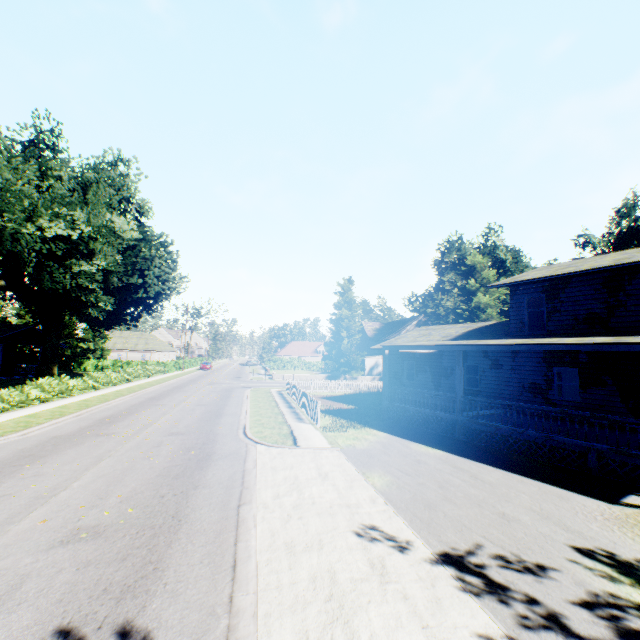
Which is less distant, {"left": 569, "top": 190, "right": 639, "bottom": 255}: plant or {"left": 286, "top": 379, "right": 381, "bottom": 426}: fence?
{"left": 286, "top": 379, "right": 381, "bottom": 426}: fence

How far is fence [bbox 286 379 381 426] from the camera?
17.31m

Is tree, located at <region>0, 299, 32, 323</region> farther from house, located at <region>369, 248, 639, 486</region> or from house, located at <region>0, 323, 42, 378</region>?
house, located at <region>369, 248, 639, 486</region>

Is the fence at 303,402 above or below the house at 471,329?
below

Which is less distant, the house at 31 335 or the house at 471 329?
the house at 471 329

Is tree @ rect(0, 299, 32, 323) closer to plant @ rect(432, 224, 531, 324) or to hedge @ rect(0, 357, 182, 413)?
hedge @ rect(0, 357, 182, 413)

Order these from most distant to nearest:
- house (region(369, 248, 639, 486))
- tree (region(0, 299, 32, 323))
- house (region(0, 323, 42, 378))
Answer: tree (region(0, 299, 32, 323))
house (region(0, 323, 42, 378))
house (region(369, 248, 639, 486))

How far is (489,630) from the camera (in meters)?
4.32
